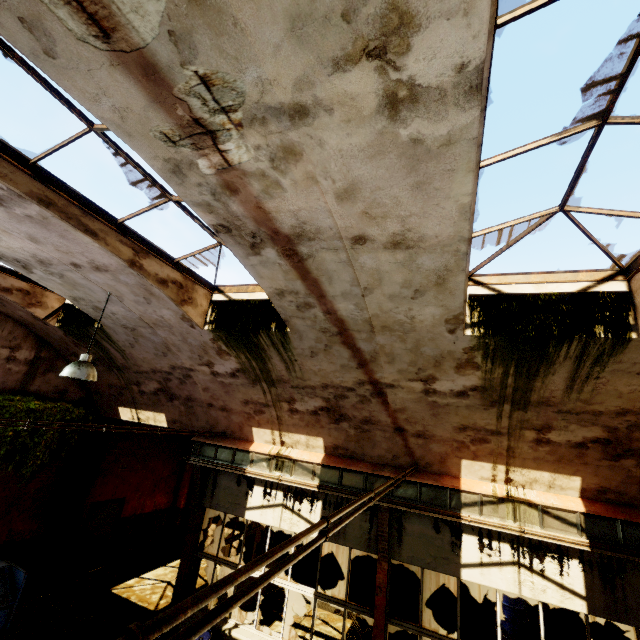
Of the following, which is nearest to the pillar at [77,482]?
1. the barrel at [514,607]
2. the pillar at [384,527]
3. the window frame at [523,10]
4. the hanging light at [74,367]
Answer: the hanging light at [74,367]

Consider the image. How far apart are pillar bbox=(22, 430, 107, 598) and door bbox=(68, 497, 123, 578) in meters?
0.5 m

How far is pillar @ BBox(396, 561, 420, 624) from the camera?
10.0 meters

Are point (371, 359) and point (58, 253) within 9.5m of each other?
yes

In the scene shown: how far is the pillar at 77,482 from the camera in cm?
927

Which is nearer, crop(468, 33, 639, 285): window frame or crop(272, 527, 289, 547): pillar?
crop(468, 33, 639, 285): window frame

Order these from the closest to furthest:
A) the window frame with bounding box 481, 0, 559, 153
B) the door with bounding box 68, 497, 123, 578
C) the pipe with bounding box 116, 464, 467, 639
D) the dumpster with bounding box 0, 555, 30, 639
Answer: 1. the pipe with bounding box 116, 464, 467, 639
2. the window frame with bounding box 481, 0, 559, 153
3. the dumpster with bounding box 0, 555, 30, 639
4. the door with bounding box 68, 497, 123, 578

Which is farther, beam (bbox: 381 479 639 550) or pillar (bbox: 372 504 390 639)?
pillar (bbox: 372 504 390 639)
